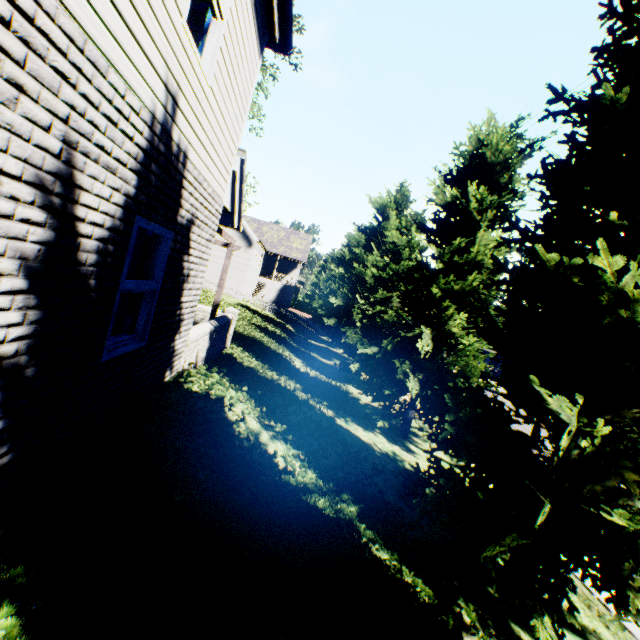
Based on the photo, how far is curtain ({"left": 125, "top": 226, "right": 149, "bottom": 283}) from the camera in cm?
412

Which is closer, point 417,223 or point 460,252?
point 460,252

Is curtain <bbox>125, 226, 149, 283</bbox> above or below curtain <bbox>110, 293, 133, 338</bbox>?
above

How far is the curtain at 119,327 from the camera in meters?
4.2 m

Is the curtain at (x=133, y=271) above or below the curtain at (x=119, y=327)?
above
